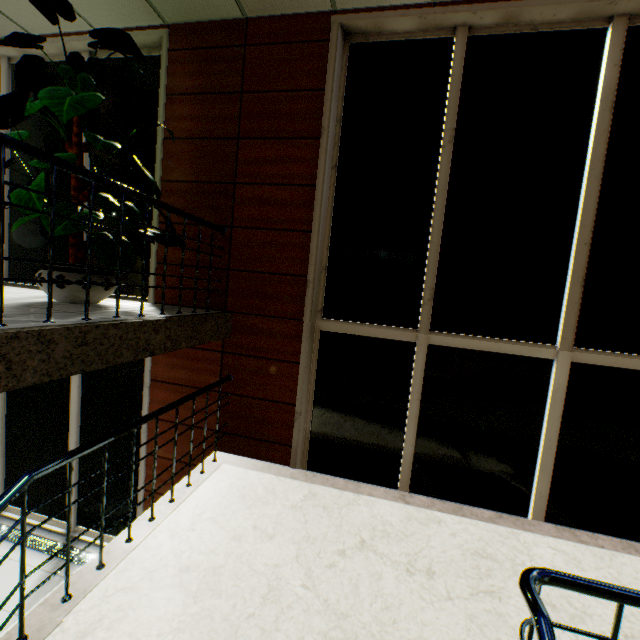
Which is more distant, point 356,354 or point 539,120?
point 356,354

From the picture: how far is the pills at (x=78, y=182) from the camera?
3.05m

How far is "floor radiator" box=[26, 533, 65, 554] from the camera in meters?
4.3

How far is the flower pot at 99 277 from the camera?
3.0 meters

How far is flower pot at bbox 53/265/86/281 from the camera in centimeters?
289cm

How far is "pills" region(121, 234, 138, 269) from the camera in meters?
2.9 m

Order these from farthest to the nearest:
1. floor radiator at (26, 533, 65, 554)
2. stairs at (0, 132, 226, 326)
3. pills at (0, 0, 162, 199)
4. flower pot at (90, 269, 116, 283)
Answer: floor radiator at (26, 533, 65, 554)
flower pot at (90, 269, 116, 283)
pills at (0, 0, 162, 199)
stairs at (0, 132, 226, 326)

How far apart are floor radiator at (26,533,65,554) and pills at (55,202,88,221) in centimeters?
406cm
